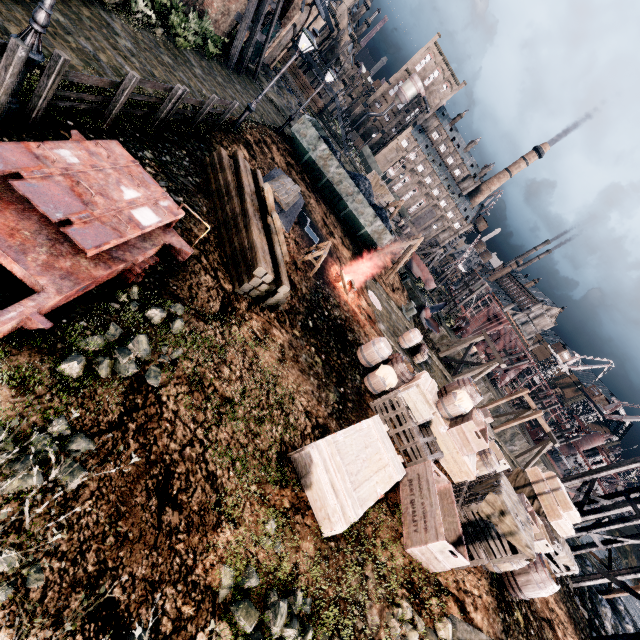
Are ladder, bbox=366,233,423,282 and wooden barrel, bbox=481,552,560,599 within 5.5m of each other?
no

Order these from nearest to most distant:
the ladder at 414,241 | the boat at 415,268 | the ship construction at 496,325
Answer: the ladder at 414,241 < the boat at 415,268 < the ship construction at 496,325

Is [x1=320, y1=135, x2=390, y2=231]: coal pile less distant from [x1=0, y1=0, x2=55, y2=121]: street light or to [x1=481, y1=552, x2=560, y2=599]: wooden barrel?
[x1=0, y1=0, x2=55, y2=121]: street light

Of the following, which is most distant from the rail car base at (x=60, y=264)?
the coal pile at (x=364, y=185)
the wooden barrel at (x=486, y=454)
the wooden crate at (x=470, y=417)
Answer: the coal pile at (x=364, y=185)

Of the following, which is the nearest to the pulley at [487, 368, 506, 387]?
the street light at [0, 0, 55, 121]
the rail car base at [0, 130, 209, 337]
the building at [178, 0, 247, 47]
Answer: the building at [178, 0, 247, 47]

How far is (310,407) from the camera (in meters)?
8.35

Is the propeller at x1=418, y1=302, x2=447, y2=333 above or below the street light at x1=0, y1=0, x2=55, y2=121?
below

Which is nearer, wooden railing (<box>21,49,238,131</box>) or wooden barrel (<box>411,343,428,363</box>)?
wooden railing (<box>21,49,238,131</box>)
